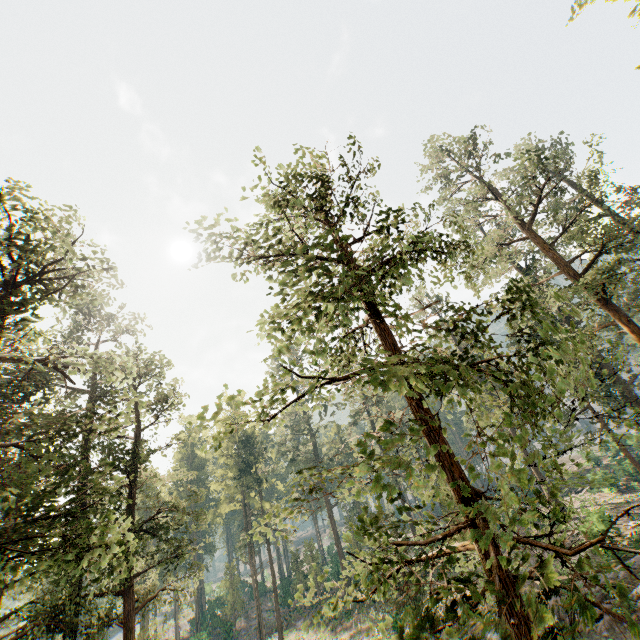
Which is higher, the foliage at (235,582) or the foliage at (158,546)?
the foliage at (158,546)

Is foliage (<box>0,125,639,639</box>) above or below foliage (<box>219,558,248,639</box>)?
above

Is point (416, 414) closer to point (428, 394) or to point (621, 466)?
point (428, 394)

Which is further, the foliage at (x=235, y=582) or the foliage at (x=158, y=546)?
the foliage at (x=235, y=582)

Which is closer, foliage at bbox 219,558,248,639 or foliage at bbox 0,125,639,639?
foliage at bbox 0,125,639,639
